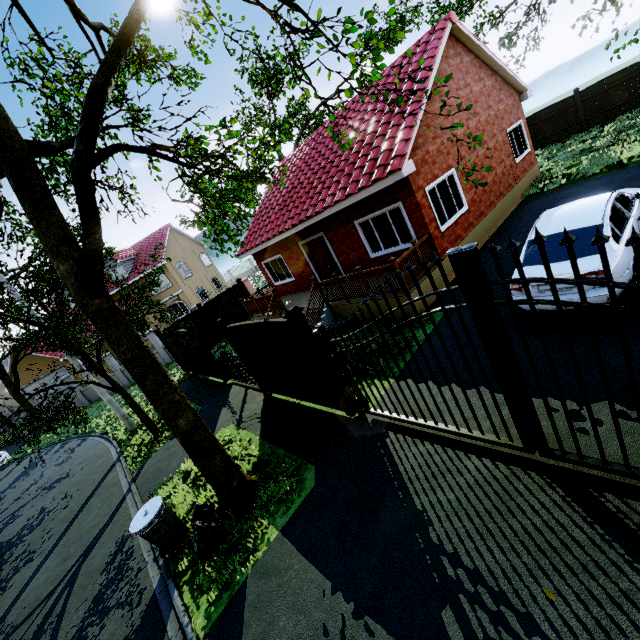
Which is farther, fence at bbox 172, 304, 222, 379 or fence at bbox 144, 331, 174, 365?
fence at bbox 144, 331, 174, 365

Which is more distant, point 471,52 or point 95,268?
point 471,52

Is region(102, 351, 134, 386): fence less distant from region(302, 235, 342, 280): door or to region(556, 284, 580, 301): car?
region(556, 284, 580, 301): car

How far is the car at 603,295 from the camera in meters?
5.2 m

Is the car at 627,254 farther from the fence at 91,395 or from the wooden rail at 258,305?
the wooden rail at 258,305

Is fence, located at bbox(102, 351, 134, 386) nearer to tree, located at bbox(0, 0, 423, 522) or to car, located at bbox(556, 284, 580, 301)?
tree, located at bbox(0, 0, 423, 522)

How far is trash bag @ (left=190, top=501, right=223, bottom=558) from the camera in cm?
544

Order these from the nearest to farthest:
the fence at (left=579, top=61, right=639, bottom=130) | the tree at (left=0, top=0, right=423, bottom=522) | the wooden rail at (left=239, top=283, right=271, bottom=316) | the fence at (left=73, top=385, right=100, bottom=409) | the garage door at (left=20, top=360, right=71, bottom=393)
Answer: the tree at (left=0, top=0, right=423, bottom=522) < the wooden rail at (left=239, top=283, right=271, bottom=316) < the fence at (left=579, top=61, right=639, bottom=130) < the fence at (left=73, top=385, right=100, bottom=409) < the garage door at (left=20, top=360, right=71, bottom=393)
